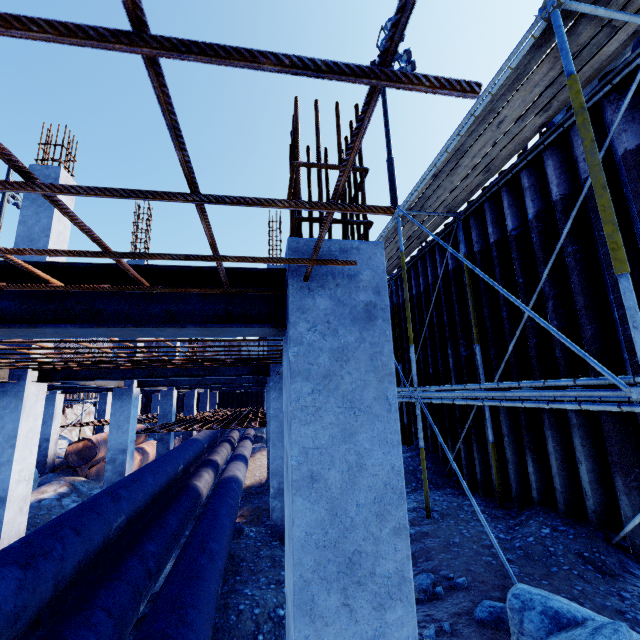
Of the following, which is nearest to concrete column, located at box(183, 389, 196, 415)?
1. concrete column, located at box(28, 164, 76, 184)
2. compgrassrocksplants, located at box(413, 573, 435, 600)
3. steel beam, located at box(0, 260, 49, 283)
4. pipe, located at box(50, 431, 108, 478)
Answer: pipe, located at box(50, 431, 108, 478)

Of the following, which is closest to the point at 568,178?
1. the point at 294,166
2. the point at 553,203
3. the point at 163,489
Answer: the point at 553,203

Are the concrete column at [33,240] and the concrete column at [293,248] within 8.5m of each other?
yes

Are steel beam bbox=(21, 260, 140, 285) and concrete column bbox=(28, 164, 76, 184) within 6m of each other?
yes

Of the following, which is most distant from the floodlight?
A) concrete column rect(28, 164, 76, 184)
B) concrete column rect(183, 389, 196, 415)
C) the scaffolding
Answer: concrete column rect(183, 389, 196, 415)

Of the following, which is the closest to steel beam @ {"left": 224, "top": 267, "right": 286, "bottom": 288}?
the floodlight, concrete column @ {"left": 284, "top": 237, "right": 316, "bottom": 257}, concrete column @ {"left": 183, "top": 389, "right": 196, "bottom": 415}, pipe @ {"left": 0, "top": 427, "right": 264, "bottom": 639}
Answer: concrete column @ {"left": 284, "top": 237, "right": 316, "bottom": 257}

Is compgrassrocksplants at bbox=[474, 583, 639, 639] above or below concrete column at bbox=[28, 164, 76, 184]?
below

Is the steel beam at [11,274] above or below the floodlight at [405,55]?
below
